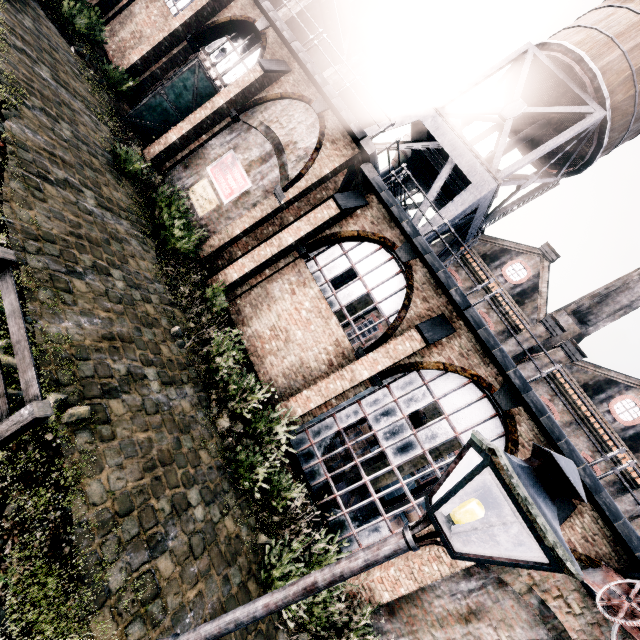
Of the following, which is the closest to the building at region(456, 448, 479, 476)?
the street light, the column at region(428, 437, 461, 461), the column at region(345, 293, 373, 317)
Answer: the column at region(345, 293, 373, 317)

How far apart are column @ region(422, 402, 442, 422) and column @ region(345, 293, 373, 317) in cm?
A: 912

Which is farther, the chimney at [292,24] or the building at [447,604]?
the chimney at [292,24]

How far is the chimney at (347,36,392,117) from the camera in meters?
17.2 m

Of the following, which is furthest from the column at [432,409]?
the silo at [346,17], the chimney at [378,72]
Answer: the silo at [346,17]

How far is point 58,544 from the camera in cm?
439

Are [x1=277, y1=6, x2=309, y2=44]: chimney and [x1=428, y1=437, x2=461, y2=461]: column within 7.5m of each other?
no

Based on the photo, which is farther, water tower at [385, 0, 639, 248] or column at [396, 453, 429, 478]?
column at [396, 453, 429, 478]
